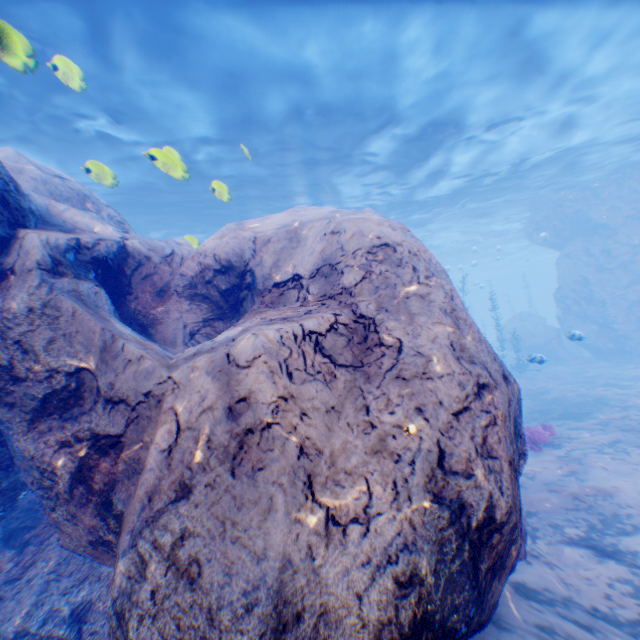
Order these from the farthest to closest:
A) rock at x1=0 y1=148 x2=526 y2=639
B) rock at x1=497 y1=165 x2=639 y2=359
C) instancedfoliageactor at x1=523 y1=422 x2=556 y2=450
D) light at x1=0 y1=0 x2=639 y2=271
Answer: rock at x1=497 y1=165 x2=639 y2=359
instancedfoliageactor at x1=523 y1=422 x2=556 y2=450
light at x1=0 y1=0 x2=639 y2=271
rock at x1=0 y1=148 x2=526 y2=639

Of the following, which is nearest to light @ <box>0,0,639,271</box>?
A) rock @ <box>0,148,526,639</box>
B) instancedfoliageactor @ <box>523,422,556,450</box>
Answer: rock @ <box>0,148,526,639</box>

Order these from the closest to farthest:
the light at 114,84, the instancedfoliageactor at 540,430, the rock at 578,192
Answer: the light at 114,84, the instancedfoliageactor at 540,430, the rock at 578,192

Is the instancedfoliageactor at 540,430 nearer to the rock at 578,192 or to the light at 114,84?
the rock at 578,192

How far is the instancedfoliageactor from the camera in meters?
9.3

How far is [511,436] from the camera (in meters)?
3.37

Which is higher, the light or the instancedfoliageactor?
the light
